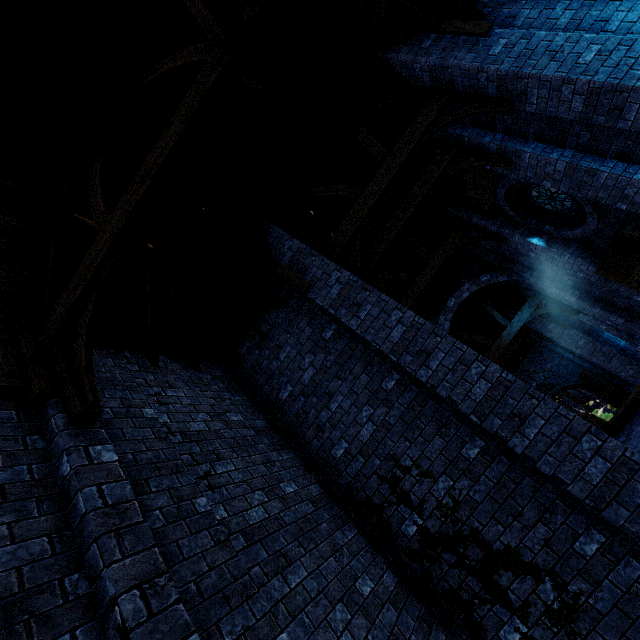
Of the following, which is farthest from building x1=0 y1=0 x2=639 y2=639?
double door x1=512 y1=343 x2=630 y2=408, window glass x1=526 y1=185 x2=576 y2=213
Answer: window glass x1=526 y1=185 x2=576 y2=213

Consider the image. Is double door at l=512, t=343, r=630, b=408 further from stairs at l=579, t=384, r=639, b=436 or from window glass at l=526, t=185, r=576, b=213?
window glass at l=526, t=185, r=576, b=213

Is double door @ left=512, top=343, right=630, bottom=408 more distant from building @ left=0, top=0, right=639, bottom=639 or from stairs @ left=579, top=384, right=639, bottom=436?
stairs @ left=579, top=384, right=639, bottom=436

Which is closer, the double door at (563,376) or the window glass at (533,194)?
→ the window glass at (533,194)

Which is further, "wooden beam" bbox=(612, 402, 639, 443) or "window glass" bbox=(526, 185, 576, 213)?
"window glass" bbox=(526, 185, 576, 213)

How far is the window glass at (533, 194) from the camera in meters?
8.4 m

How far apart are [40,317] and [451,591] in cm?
678

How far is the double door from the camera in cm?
1711
